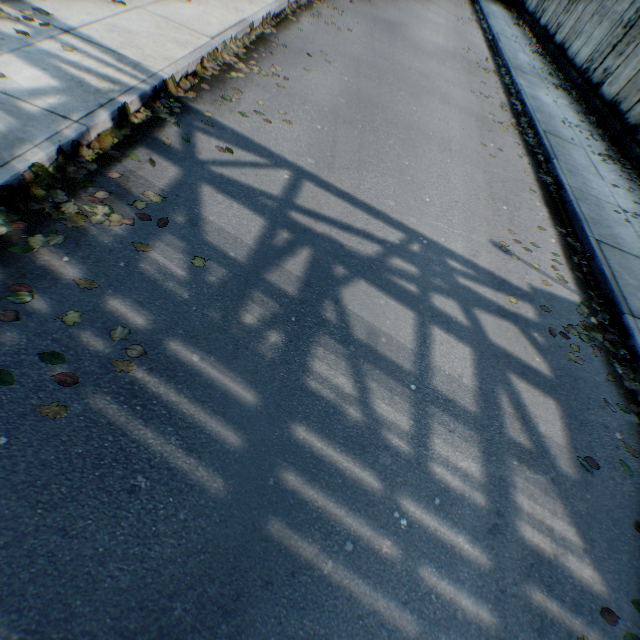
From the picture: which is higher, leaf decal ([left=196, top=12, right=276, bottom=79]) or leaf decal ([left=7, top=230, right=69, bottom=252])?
leaf decal ([left=196, top=12, right=276, bottom=79])

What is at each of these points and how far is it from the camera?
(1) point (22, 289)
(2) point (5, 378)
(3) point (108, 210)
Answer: (1) leaf decal, 2.66m
(2) leaf decal, 2.28m
(3) leaf decal, 3.35m

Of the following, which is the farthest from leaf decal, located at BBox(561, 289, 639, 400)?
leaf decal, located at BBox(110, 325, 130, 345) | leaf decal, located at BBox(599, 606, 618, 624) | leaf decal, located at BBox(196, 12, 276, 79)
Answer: leaf decal, located at BBox(196, 12, 276, 79)

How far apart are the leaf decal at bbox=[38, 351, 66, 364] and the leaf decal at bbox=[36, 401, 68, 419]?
0.19m

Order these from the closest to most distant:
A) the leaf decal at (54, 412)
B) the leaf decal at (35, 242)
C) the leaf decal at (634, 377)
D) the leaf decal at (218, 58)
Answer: the leaf decal at (54, 412), the leaf decal at (35, 242), the leaf decal at (634, 377), the leaf decal at (218, 58)

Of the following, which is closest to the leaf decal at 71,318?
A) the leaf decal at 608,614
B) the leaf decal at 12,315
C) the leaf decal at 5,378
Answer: the leaf decal at 12,315

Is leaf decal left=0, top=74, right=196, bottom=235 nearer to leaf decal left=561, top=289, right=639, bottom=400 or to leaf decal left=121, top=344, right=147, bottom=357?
leaf decal left=121, top=344, right=147, bottom=357

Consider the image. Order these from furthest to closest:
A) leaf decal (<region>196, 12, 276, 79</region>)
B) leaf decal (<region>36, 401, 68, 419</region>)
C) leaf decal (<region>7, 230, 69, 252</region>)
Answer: leaf decal (<region>196, 12, 276, 79</region>) → leaf decal (<region>7, 230, 69, 252</region>) → leaf decal (<region>36, 401, 68, 419</region>)
